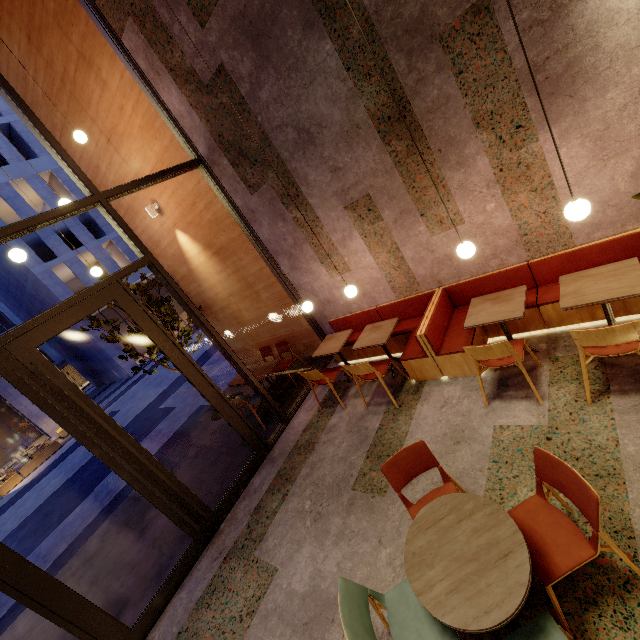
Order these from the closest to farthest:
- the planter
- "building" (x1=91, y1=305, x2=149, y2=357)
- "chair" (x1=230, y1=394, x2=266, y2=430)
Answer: "chair" (x1=230, y1=394, x2=266, y2=430), the planter, "building" (x1=91, y1=305, x2=149, y2=357)

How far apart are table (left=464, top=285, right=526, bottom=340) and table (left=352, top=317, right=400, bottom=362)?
1.1 meters

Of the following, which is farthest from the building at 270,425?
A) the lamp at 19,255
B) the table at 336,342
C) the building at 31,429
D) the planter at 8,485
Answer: the building at 31,429

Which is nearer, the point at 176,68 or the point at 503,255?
the point at 503,255

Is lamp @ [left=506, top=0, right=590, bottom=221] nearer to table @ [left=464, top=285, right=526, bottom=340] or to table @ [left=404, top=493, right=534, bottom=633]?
table @ [left=464, top=285, right=526, bottom=340]

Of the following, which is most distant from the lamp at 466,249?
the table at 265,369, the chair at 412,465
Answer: the table at 265,369

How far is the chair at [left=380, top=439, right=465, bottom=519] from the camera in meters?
2.7

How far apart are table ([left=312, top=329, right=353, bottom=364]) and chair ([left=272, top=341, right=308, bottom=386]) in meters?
1.2 m
